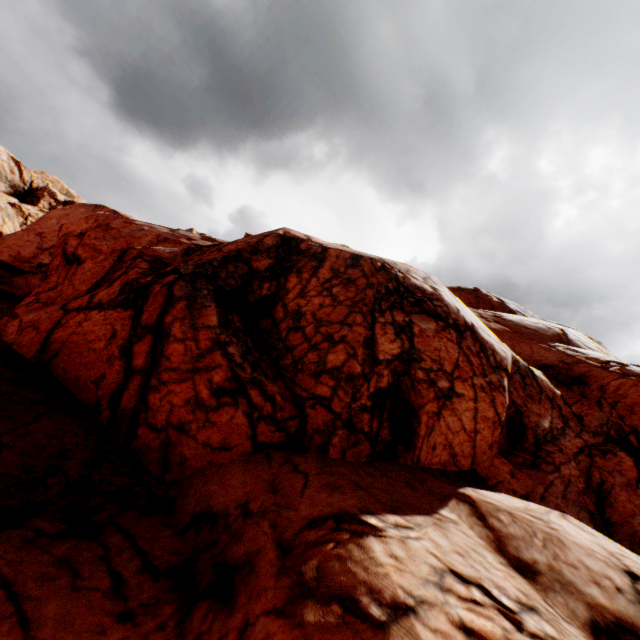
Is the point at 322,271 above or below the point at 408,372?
Answer: above
